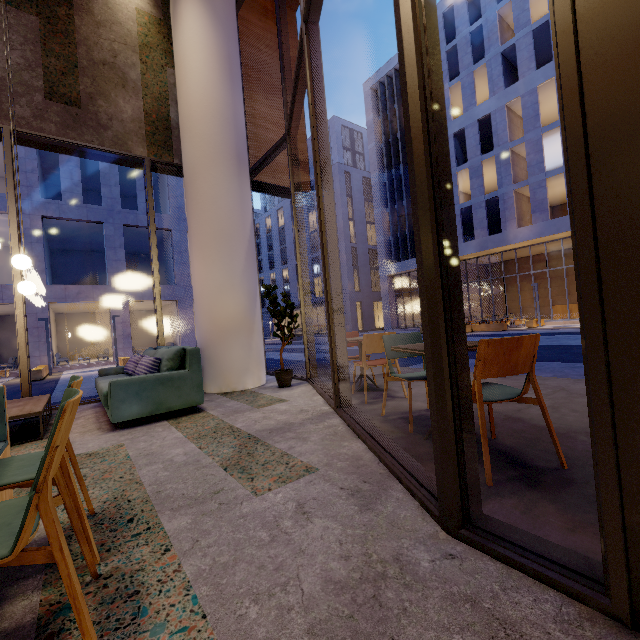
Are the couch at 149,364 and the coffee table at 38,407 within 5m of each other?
yes

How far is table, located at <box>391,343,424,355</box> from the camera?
2.45m

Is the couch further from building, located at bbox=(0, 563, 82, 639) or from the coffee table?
the coffee table

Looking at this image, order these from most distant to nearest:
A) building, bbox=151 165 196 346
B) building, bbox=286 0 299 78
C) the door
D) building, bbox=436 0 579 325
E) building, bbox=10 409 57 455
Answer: building, bbox=151 165 196 346
building, bbox=436 0 579 325
building, bbox=286 0 299 78
building, bbox=10 409 57 455
the door

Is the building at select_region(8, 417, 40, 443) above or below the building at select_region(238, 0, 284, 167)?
below

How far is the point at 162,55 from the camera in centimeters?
660cm

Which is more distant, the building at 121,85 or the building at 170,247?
the building at 170,247

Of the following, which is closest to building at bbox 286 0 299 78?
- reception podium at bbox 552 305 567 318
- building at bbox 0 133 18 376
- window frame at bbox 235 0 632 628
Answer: window frame at bbox 235 0 632 628
